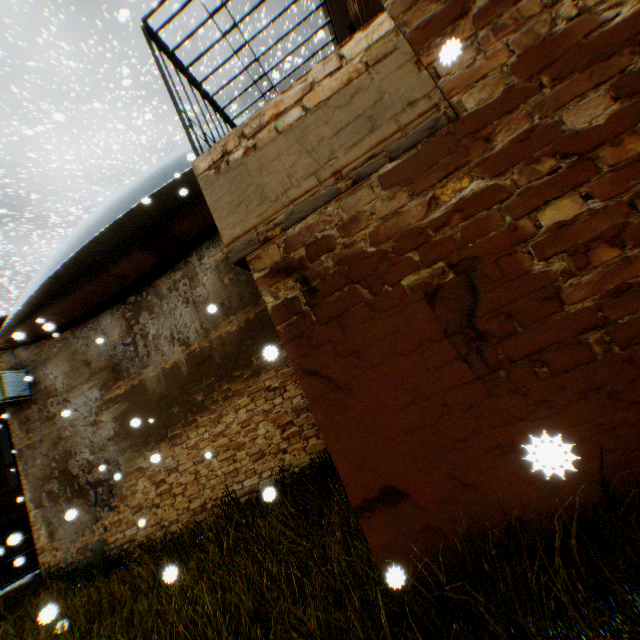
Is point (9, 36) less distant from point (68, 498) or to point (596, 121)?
point (68, 498)

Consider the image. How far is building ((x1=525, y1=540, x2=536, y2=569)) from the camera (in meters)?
2.29

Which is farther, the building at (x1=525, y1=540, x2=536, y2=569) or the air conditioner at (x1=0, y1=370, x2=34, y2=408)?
the air conditioner at (x1=0, y1=370, x2=34, y2=408)

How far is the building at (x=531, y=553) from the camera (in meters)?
2.29

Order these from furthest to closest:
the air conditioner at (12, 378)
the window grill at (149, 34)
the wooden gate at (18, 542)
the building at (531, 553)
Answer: the wooden gate at (18, 542)
the air conditioner at (12, 378)
the window grill at (149, 34)
the building at (531, 553)

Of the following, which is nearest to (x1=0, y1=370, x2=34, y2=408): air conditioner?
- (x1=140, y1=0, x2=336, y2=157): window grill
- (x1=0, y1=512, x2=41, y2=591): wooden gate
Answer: (x1=0, y1=512, x2=41, y2=591): wooden gate

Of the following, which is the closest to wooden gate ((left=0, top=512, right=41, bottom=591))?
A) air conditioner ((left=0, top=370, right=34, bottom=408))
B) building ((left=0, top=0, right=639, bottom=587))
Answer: building ((left=0, top=0, right=639, bottom=587))
